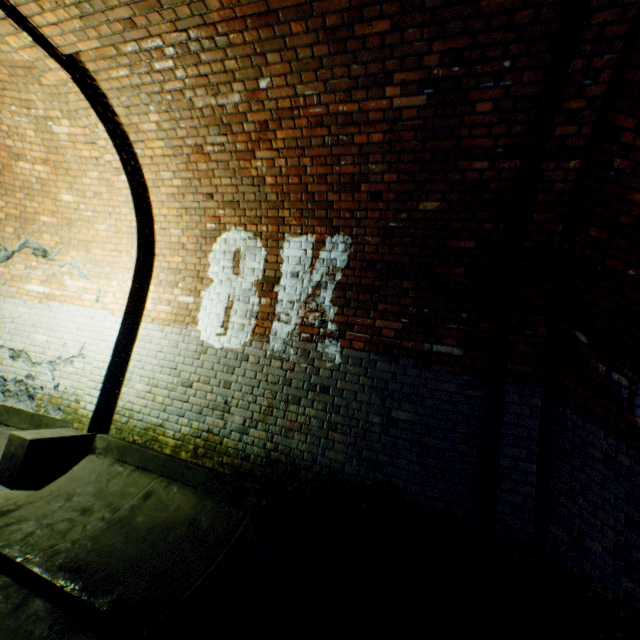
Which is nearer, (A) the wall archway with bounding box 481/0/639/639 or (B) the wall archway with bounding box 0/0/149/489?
(A) the wall archway with bounding box 481/0/639/639

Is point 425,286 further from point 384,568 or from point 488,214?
point 384,568

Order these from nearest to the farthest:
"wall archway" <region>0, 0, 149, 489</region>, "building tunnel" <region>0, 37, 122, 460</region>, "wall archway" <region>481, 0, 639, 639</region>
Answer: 1. "wall archway" <region>481, 0, 639, 639</region>
2. "wall archway" <region>0, 0, 149, 489</region>
3. "building tunnel" <region>0, 37, 122, 460</region>

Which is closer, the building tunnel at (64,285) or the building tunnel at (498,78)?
the building tunnel at (498,78)

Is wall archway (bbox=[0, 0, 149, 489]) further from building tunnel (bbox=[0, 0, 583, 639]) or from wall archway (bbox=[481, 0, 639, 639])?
wall archway (bbox=[481, 0, 639, 639])

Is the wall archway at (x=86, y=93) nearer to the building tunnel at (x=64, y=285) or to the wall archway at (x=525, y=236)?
the building tunnel at (x=64, y=285)
